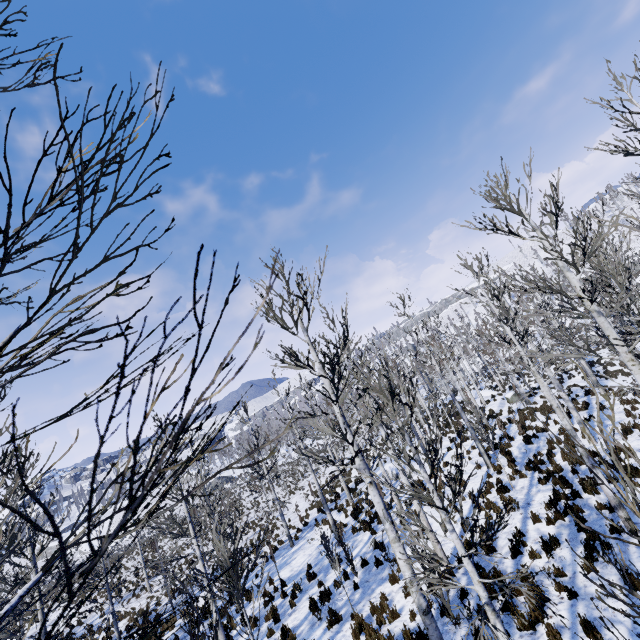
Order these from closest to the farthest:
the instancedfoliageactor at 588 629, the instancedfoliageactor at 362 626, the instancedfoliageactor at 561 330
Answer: the instancedfoliageactor at 561 330 → the instancedfoliageactor at 588 629 → the instancedfoliageactor at 362 626

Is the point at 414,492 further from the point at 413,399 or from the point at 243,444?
the point at 243,444

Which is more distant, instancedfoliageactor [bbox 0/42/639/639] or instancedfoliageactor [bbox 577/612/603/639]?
instancedfoliageactor [bbox 577/612/603/639]

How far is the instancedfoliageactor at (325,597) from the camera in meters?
10.8

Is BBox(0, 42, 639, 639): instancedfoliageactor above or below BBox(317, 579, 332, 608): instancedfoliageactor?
above

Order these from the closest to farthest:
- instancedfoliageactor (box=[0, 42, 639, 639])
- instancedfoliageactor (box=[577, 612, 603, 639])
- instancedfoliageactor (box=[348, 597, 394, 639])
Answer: instancedfoliageactor (box=[0, 42, 639, 639]) → instancedfoliageactor (box=[577, 612, 603, 639]) → instancedfoliageactor (box=[348, 597, 394, 639])

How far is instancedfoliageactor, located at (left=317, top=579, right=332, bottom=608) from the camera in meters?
10.8 m
